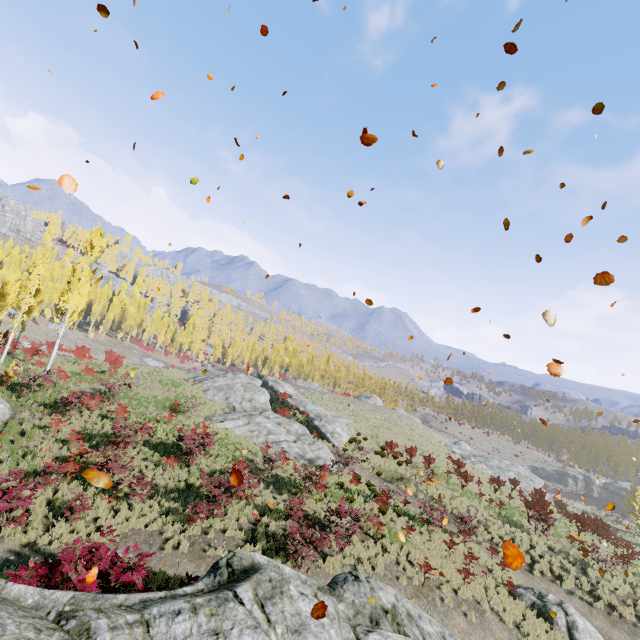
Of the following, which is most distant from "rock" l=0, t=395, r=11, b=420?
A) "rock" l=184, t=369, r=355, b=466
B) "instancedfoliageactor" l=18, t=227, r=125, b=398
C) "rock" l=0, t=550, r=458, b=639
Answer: "rock" l=184, t=369, r=355, b=466

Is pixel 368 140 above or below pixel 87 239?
below

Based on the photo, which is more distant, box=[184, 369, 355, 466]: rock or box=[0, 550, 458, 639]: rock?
box=[184, 369, 355, 466]: rock

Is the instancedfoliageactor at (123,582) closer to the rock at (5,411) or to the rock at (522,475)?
the rock at (5,411)

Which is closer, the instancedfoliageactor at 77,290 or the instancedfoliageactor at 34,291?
the instancedfoliageactor at 77,290

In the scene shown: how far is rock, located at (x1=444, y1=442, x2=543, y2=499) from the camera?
39.0m

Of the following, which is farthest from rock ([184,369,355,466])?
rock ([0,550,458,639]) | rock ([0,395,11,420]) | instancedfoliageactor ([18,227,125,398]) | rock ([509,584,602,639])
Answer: rock ([509,584,602,639])

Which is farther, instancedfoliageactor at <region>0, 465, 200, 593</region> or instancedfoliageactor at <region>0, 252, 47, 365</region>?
instancedfoliageactor at <region>0, 252, 47, 365</region>
